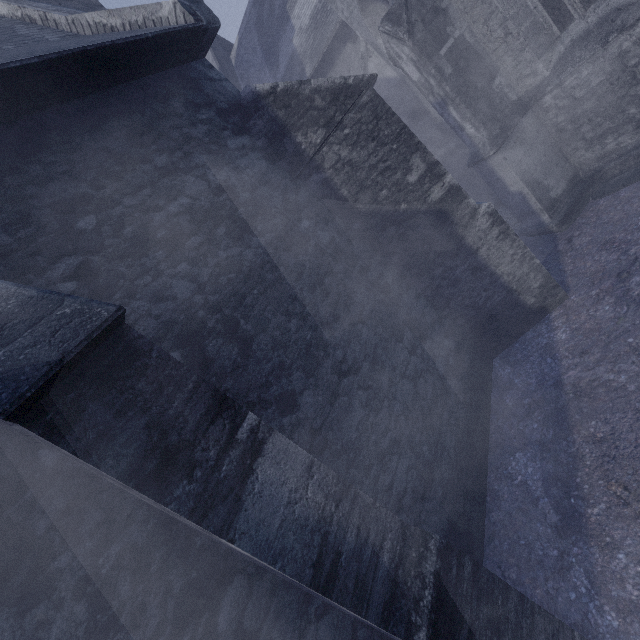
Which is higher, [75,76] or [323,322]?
[75,76]
